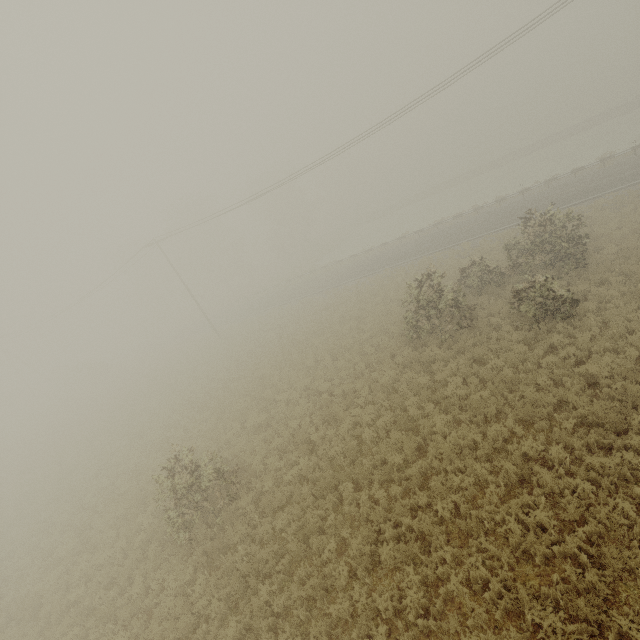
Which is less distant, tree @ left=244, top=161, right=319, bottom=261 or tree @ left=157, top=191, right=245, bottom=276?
tree @ left=157, top=191, right=245, bottom=276

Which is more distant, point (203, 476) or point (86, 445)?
point (86, 445)

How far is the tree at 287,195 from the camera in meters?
54.6

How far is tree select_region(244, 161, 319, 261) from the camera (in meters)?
54.62
